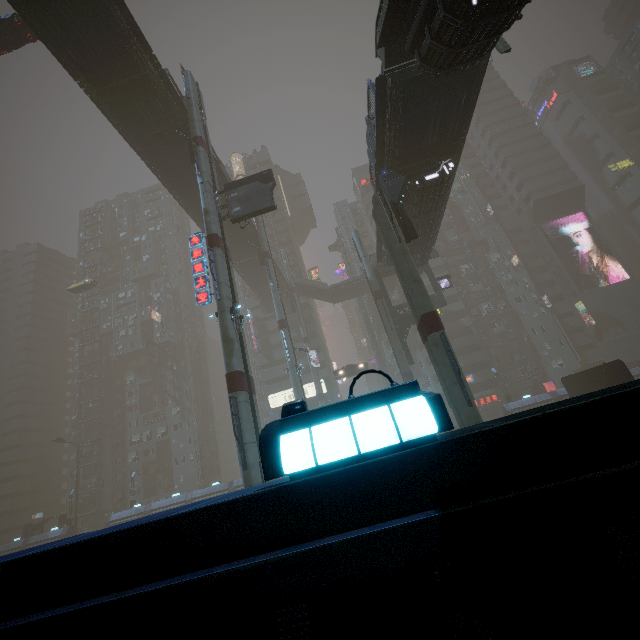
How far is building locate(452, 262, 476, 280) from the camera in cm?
5903

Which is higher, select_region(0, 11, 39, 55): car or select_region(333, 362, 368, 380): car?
select_region(0, 11, 39, 55): car

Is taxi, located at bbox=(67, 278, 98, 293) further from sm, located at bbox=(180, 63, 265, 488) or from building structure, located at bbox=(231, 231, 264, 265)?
sm, located at bbox=(180, 63, 265, 488)

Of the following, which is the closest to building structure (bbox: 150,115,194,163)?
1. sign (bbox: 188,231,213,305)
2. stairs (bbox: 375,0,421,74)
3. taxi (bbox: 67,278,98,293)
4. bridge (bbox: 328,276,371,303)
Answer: sign (bbox: 188,231,213,305)

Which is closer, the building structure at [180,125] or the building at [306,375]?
the building structure at [180,125]

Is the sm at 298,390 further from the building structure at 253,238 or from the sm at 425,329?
the sm at 425,329

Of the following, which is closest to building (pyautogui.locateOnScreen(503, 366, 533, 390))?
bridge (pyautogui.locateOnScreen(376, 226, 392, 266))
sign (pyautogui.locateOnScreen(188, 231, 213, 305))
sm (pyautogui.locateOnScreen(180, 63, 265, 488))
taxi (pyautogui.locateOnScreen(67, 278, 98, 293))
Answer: bridge (pyautogui.locateOnScreen(376, 226, 392, 266))

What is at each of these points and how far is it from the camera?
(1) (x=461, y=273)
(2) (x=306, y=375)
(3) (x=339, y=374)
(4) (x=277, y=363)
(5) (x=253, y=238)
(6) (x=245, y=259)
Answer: (1) building, 59.34m
(2) building, 56.69m
(3) car, 39.94m
(4) building, 59.78m
(5) building structure, 39.59m
(6) bridge, 44.72m
